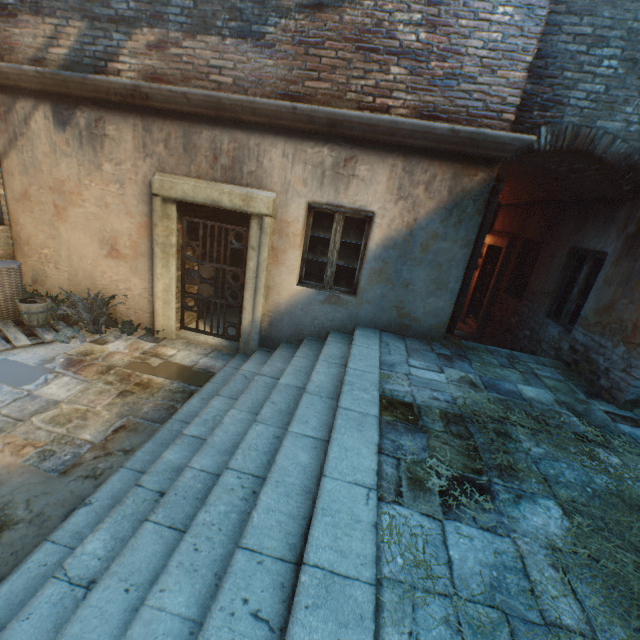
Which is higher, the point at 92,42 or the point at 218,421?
the point at 92,42

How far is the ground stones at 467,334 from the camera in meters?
8.7

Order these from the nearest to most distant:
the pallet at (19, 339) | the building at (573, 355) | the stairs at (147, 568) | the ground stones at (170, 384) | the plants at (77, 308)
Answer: the stairs at (147, 568) → the ground stones at (170, 384) → the building at (573, 355) → the pallet at (19, 339) → the plants at (77, 308)

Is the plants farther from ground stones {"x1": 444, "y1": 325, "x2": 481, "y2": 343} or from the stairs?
ground stones {"x1": 444, "y1": 325, "x2": 481, "y2": 343}

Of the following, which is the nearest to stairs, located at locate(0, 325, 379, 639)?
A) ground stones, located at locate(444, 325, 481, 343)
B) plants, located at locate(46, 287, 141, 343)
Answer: plants, located at locate(46, 287, 141, 343)

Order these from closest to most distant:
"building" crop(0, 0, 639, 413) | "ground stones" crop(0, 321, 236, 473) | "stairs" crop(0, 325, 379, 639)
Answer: "stairs" crop(0, 325, 379, 639) < "ground stones" crop(0, 321, 236, 473) < "building" crop(0, 0, 639, 413)

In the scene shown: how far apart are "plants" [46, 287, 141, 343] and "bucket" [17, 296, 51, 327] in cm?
11

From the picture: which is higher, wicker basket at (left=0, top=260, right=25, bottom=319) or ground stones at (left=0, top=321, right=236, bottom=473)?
wicker basket at (left=0, top=260, right=25, bottom=319)
